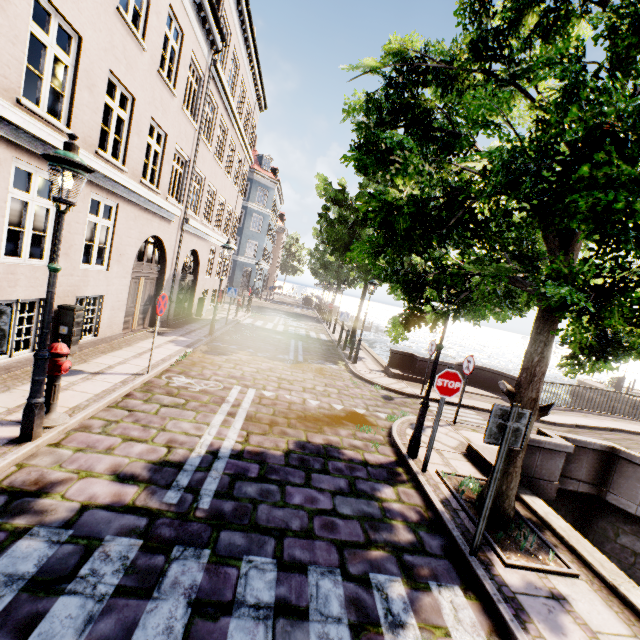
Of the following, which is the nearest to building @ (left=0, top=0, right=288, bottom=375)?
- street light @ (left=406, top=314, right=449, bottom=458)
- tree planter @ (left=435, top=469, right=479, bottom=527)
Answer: street light @ (left=406, top=314, right=449, bottom=458)

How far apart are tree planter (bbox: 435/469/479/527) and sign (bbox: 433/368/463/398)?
1.4m

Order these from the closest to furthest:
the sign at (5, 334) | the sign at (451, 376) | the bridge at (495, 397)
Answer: the sign at (5, 334) < the sign at (451, 376) < the bridge at (495, 397)

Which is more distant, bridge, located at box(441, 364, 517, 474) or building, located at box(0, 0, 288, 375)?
bridge, located at box(441, 364, 517, 474)

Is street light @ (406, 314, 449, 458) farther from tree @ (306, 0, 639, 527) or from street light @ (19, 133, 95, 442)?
street light @ (19, 133, 95, 442)

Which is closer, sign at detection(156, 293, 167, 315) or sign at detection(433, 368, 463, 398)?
sign at detection(433, 368, 463, 398)

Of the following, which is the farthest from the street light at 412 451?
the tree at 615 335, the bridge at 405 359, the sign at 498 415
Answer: the sign at 498 415

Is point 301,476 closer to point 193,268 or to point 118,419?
point 118,419
